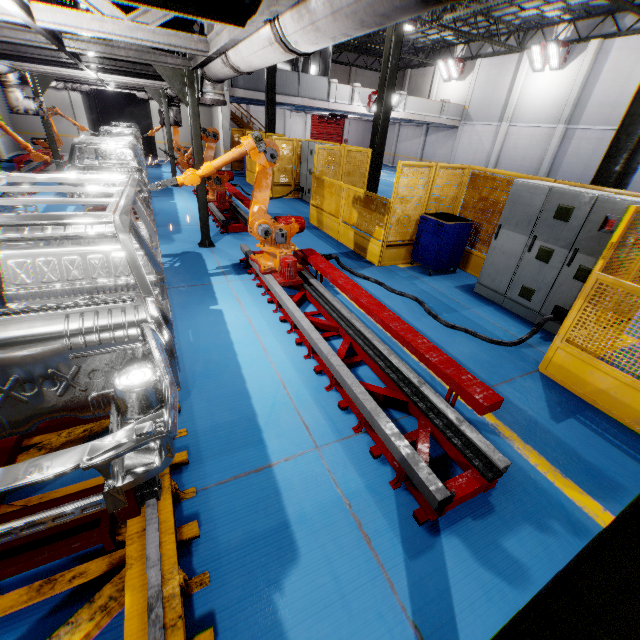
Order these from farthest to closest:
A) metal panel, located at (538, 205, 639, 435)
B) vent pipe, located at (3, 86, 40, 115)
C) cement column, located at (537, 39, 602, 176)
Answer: cement column, located at (537, 39, 602, 176) → vent pipe, located at (3, 86, 40, 115) → metal panel, located at (538, 205, 639, 435)

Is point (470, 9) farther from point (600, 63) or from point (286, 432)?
point (286, 432)

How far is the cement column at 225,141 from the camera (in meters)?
17.64

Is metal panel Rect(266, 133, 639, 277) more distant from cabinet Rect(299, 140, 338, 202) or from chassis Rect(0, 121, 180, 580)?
chassis Rect(0, 121, 180, 580)

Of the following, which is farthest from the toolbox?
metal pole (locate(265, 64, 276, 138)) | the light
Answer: the light

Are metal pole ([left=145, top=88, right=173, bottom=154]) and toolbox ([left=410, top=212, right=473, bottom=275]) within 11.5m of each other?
yes

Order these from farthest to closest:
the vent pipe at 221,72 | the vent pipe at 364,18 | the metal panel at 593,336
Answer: the vent pipe at 221,72
the metal panel at 593,336
the vent pipe at 364,18

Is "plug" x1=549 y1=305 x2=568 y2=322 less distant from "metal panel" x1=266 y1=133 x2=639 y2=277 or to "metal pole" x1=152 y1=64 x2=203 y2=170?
"metal panel" x1=266 y1=133 x2=639 y2=277
